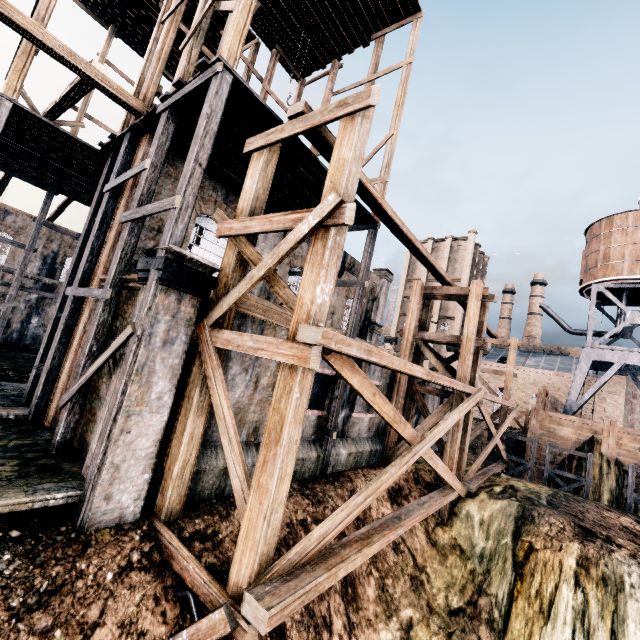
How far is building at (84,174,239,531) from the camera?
7.1m

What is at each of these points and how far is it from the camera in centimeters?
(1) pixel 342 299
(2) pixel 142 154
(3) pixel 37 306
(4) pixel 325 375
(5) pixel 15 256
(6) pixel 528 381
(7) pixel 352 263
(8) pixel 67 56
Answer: (1) building, 2239cm
(2) building, 1178cm
(3) building, 3038cm
(4) building, 1379cm
(5) building, 2894cm
(6) building, 4325cm
(7) building, 2255cm
(8) building, 998cm

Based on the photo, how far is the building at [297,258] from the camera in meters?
17.8

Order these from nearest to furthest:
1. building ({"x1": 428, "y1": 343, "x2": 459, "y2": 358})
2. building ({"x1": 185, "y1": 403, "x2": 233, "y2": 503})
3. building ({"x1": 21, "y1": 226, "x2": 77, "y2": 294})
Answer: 1. building ({"x1": 185, "y1": 403, "x2": 233, "y2": 503})
2. building ({"x1": 21, "y1": 226, "x2": 77, "y2": 294})
3. building ({"x1": 428, "y1": 343, "x2": 459, "y2": 358})

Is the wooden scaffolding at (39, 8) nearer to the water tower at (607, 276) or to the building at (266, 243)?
the building at (266, 243)

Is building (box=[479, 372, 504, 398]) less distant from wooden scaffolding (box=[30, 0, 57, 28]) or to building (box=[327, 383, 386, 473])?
building (box=[327, 383, 386, 473])

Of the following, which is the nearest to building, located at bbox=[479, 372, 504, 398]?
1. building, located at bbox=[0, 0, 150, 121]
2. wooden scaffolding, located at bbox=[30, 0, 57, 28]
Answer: building, located at bbox=[0, 0, 150, 121]

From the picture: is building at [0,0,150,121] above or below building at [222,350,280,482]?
above
